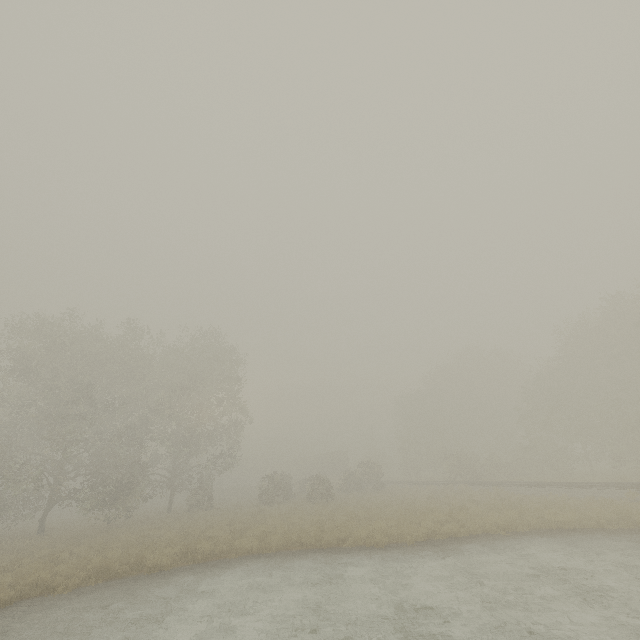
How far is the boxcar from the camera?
55.5 meters

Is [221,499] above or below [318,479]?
below

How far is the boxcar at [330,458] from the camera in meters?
55.5
